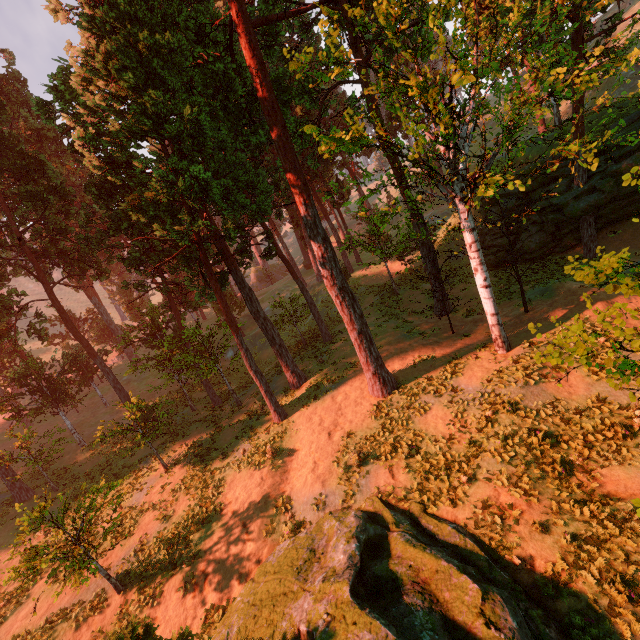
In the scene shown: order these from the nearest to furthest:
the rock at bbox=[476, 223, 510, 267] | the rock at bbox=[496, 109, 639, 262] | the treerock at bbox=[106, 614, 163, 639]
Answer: the treerock at bbox=[106, 614, 163, 639]
the rock at bbox=[496, 109, 639, 262]
the rock at bbox=[476, 223, 510, 267]

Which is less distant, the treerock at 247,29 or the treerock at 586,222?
the treerock at 586,222

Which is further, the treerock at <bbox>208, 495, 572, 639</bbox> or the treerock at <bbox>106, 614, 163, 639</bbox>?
the treerock at <bbox>208, 495, 572, 639</bbox>

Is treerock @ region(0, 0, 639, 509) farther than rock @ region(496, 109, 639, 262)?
No

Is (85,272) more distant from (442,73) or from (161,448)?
(442,73)

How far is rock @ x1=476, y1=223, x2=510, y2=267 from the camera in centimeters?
2589cm

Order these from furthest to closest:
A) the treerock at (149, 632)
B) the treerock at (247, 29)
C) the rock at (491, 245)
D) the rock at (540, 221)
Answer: the rock at (491, 245) < the rock at (540, 221) < the treerock at (247, 29) < the treerock at (149, 632)
